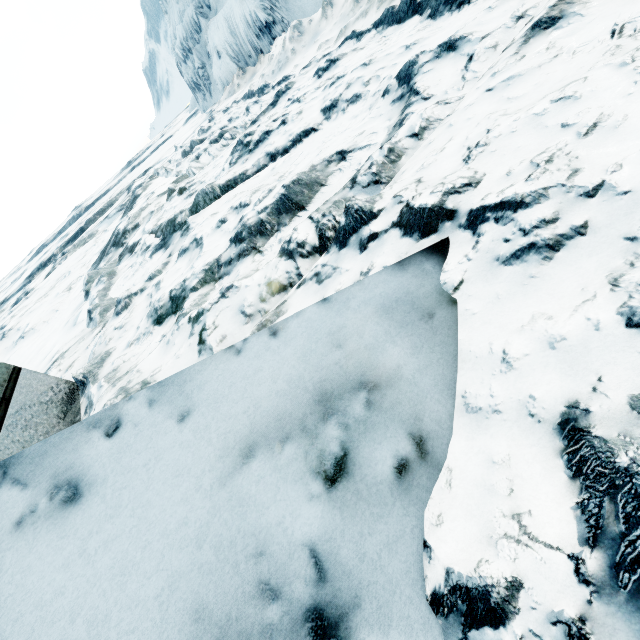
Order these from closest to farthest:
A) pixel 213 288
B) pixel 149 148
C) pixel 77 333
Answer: pixel 213 288 < pixel 77 333 < pixel 149 148
